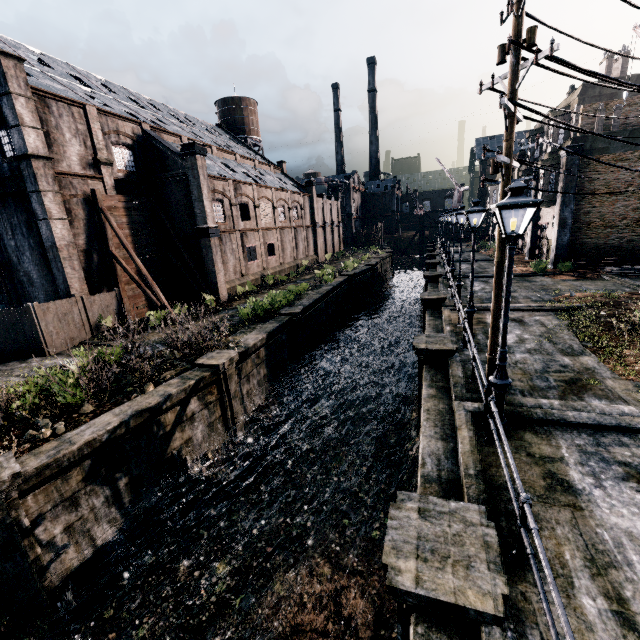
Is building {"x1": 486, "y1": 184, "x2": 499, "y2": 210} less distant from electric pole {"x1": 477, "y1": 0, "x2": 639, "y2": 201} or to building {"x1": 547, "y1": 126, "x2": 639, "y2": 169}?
building {"x1": 547, "y1": 126, "x2": 639, "y2": 169}

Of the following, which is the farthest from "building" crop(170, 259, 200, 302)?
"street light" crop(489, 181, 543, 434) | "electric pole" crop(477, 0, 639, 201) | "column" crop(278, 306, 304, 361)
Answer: "street light" crop(489, 181, 543, 434)

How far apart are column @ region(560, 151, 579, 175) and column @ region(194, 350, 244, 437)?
27.6m

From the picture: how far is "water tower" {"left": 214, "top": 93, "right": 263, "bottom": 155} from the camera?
52.0m

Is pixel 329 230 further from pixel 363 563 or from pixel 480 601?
pixel 480 601

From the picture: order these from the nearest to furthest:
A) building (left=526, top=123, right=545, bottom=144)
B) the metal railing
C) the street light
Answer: the metal railing < the street light < building (left=526, top=123, right=545, bottom=144)

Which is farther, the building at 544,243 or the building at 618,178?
the building at 544,243

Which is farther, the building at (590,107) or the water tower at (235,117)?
the water tower at (235,117)
